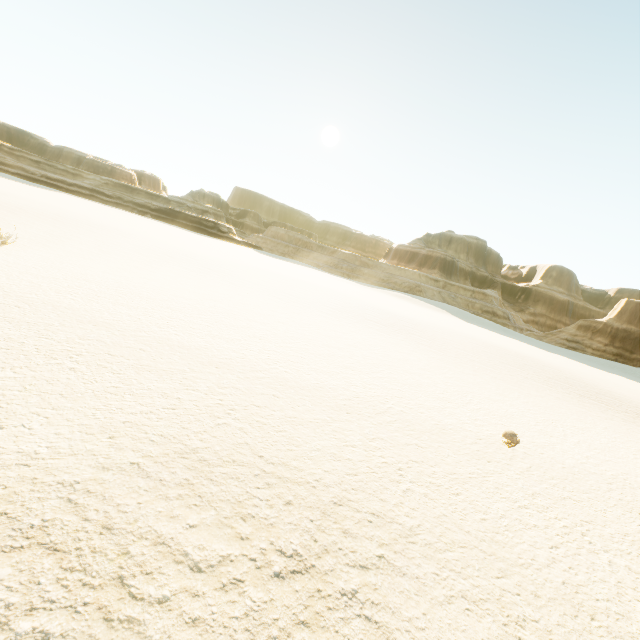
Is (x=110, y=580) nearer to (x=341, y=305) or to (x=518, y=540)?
(x=518, y=540)
